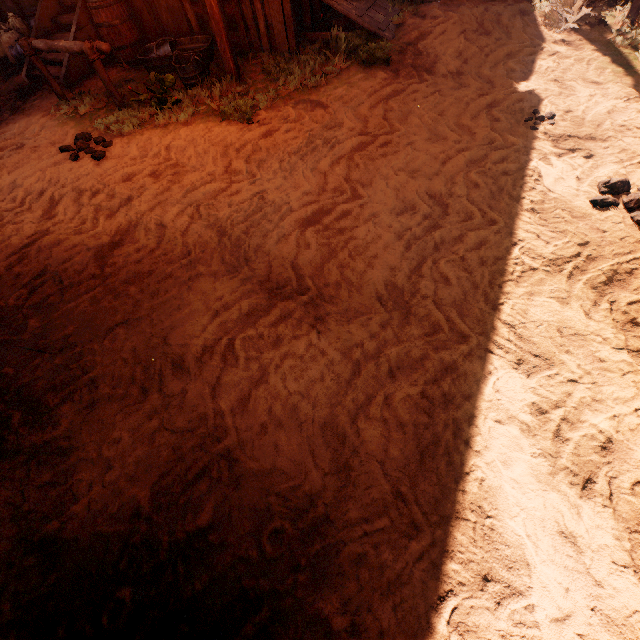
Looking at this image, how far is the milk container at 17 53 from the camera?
6.90m

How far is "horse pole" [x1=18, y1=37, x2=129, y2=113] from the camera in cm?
468

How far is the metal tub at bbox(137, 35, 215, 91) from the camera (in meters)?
5.26

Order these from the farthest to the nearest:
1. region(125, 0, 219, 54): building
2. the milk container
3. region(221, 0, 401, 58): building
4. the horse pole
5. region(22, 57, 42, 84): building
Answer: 1. the milk container
2. region(22, 57, 42, 84): building
3. region(125, 0, 219, 54): building
4. region(221, 0, 401, 58): building
5. the horse pole

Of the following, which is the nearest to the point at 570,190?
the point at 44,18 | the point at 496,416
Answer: the point at 496,416

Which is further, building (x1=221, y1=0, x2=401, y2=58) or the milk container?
the milk container

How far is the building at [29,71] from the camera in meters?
6.4 m

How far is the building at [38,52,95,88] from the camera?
6.1m
